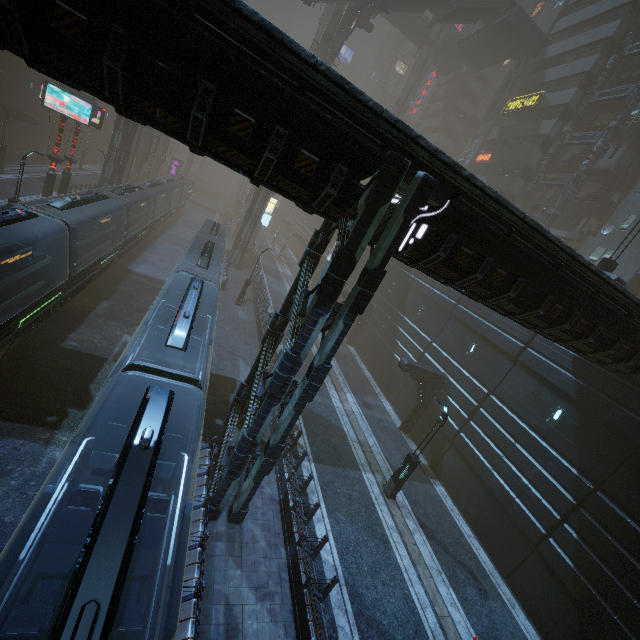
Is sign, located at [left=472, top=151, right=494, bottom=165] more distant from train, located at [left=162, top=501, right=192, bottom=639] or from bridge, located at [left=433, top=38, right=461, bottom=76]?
train, located at [left=162, top=501, right=192, bottom=639]

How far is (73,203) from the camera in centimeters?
1562cm

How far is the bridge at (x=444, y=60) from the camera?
51.2 meters

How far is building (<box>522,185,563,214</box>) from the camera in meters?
32.6

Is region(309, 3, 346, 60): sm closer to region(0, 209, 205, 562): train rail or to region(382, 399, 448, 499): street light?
region(0, 209, 205, 562): train rail

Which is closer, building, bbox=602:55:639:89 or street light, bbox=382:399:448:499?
street light, bbox=382:399:448:499

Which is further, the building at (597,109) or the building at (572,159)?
the building at (572,159)

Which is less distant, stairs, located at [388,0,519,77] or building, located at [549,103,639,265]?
building, located at [549,103,639,265]
